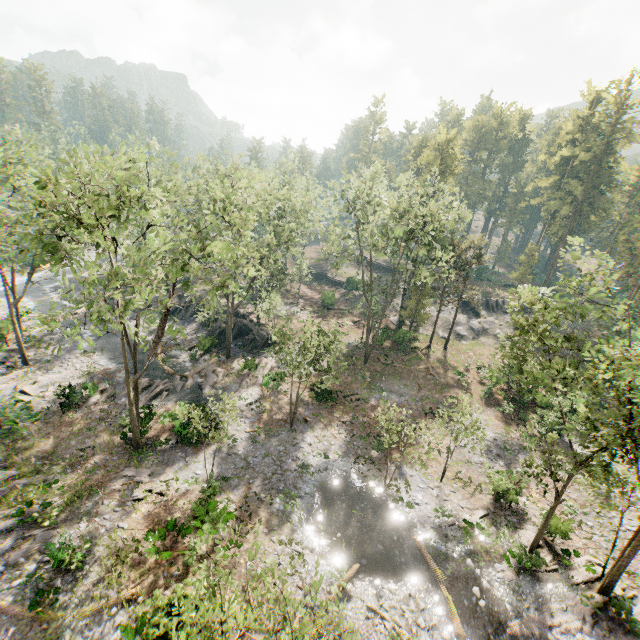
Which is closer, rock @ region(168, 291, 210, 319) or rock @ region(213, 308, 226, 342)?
rock @ region(213, 308, 226, 342)

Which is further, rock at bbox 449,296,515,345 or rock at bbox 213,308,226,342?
rock at bbox 449,296,515,345

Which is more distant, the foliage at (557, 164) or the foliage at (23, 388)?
the foliage at (23, 388)

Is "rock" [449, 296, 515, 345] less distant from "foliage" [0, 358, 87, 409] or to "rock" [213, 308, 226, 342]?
"foliage" [0, 358, 87, 409]

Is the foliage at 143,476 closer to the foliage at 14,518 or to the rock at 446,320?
the foliage at 14,518

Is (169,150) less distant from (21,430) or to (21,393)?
(21,430)

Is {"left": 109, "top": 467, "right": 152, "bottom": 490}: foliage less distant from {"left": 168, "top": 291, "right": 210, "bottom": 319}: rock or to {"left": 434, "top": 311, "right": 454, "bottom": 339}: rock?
{"left": 168, "top": 291, "right": 210, "bottom": 319}: rock
